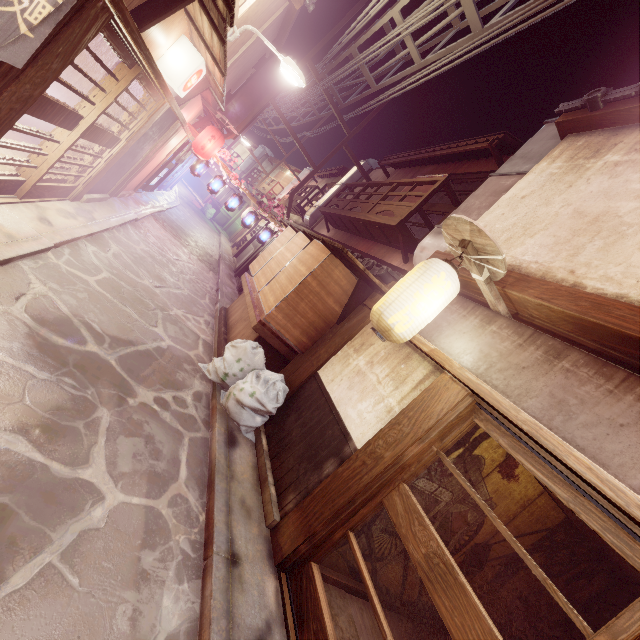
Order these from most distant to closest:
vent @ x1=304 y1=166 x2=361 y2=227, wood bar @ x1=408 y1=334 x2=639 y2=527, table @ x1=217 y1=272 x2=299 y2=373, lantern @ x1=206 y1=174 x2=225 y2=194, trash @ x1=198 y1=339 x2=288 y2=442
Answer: vent @ x1=304 y1=166 x2=361 y2=227
lantern @ x1=206 y1=174 x2=225 y2=194
table @ x1=217 y1=272 x2=299 y2=373
trash @ x1=198 y1=339 x2=288 y2=442
wood bar @ x1=408 y1=334 x2=639 y2=527

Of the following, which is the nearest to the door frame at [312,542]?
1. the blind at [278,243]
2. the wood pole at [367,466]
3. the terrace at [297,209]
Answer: the wood pole at [367,466]

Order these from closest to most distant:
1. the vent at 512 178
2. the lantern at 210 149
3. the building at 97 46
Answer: the vent at 512 178, the building at 97 46, the lantern at 210 149

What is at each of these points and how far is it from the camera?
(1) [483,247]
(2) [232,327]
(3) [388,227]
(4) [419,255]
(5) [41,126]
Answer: (1) wood guard, 6.56m
(2) table, 13.87m
(3) terrace, 14.66m
(4) vent, 13.07m
(5) building, 14.20m

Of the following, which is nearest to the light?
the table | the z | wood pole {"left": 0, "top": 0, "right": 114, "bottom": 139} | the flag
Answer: wood pole {"left": 0, "top": 0, "right": 114, "bottom": 139}

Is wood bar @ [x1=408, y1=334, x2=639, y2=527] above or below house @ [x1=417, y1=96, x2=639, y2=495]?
below

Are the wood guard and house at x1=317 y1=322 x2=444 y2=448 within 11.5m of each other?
yes

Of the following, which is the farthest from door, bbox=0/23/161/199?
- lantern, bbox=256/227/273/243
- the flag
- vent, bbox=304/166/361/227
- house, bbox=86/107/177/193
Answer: vent, bbox=304/166/361/227
